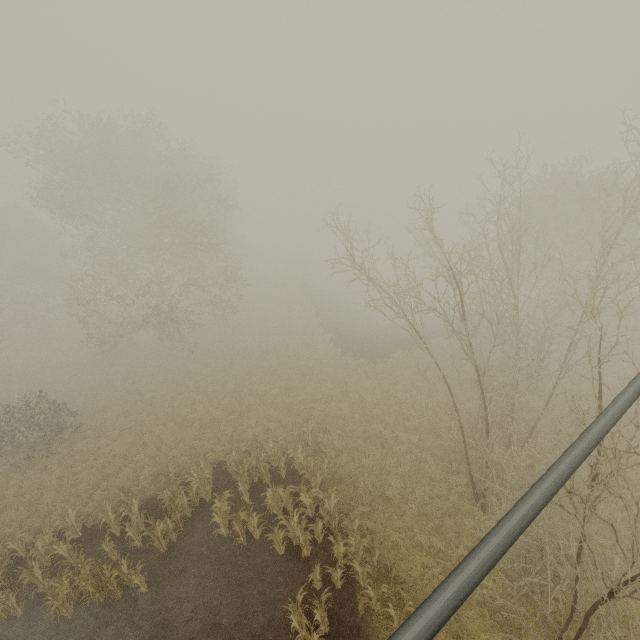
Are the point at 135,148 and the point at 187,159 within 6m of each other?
yes
